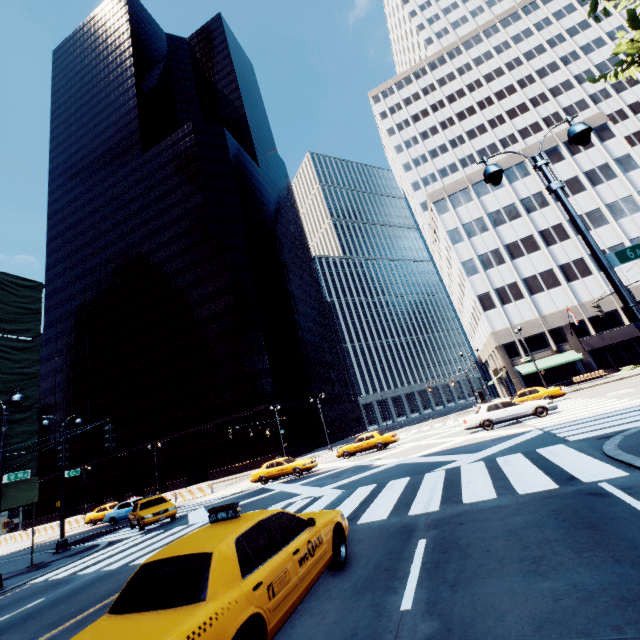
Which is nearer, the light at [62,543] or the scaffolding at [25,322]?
the scaffolding at [25,322]

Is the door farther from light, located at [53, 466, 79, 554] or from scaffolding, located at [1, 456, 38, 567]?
scaffolding, located at [1, 456, 38, 567]

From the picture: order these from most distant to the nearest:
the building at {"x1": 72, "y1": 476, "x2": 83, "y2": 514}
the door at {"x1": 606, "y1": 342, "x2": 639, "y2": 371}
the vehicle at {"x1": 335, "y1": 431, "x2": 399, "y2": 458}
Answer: the building at {"x1": 72, "y1": 476, "x2": 83, "y2": 514} < the door at {"x1": 606, "y1": 342, "x2": 639, "y2": 371} < the vehicle at {"x1": 335, "y1": 431, "x2": 399, "y2": 458}

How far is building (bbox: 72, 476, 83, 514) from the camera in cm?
A: 5819

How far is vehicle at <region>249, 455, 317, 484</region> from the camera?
23.2m

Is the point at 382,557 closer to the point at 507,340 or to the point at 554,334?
the point at 507,340

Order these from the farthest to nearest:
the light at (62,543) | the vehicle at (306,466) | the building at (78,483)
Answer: the building at (78,483) < the vehicle at (306,466) < the light at (62,543)

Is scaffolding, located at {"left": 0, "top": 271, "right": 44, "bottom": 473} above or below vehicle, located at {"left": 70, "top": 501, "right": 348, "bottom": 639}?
above
